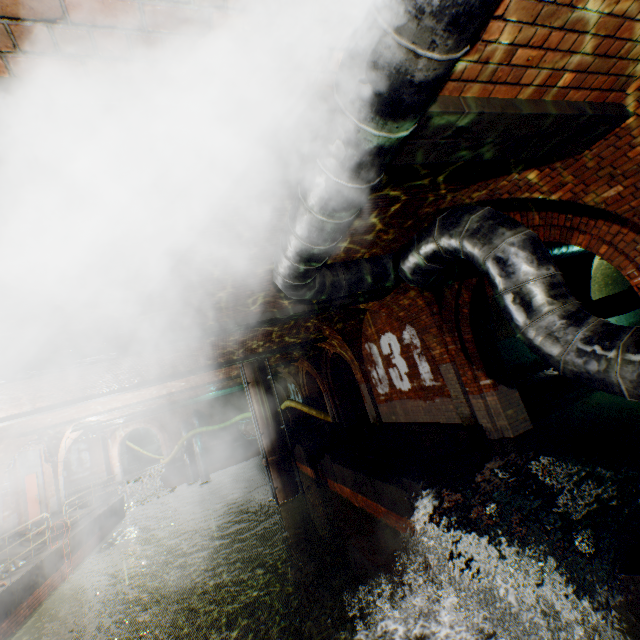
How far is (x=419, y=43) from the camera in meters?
1.6 m

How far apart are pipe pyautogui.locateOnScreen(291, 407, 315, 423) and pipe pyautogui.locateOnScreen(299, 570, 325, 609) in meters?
7.7 m

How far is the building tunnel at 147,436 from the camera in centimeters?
2978cm

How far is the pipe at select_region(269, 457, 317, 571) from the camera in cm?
1234

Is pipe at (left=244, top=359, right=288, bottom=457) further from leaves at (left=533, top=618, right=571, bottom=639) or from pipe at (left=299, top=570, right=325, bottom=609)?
leaves at (left=533, top=618, right=571, bottom=639)

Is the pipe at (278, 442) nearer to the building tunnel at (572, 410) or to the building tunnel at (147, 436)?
the building tunnel at (572, 410)

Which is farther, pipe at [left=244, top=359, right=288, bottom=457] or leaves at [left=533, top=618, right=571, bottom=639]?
pipe at [left=244, top=359, right=288, bottom=457]

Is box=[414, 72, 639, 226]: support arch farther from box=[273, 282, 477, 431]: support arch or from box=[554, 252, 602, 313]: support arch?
box=[273, 282, 477, 431]: support arch
